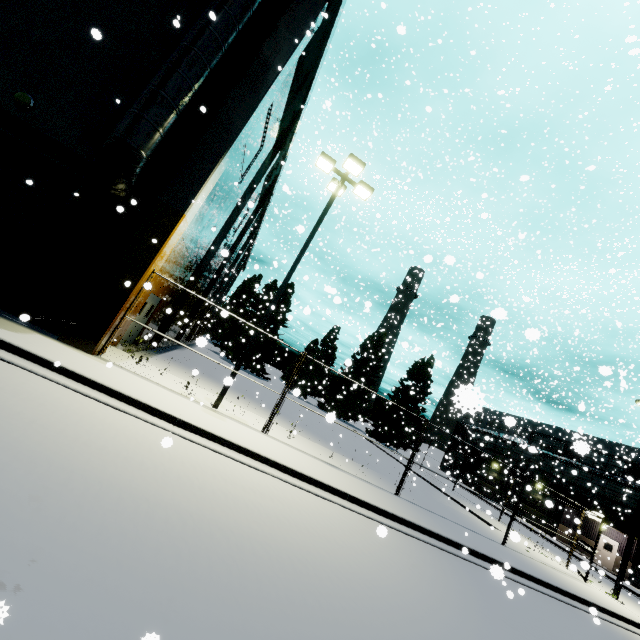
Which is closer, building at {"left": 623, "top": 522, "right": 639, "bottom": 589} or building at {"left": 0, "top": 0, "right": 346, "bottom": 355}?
building at {"left": 0, "top": 0, "right": 346, "bottom": 355}

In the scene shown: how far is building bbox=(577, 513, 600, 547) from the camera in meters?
31.1

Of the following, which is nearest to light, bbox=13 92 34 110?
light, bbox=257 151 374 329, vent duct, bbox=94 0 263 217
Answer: vent duct, bbox=94 0 263 217

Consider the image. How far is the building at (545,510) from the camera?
31.8 meters

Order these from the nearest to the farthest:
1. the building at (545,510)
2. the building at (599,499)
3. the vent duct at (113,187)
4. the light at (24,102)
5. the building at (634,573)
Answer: the vent duct at (113,187)
the light at (24,102)
the building at (634,573)
the building at (599,499)
the building at (545,510)

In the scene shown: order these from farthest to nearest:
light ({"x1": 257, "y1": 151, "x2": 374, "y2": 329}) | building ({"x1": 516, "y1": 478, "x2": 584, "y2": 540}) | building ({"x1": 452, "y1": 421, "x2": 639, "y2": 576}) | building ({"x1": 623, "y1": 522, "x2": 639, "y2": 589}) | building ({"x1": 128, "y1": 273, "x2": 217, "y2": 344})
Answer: building ({"x1": 516, "y1": 478, "x2": 584, "y2": 540}) → building ({"x1": 452, "y1": 421, "x2": 639, "y2": 576}) → building ({"x1": 623, "y1": 522, "x2": 639, "y2": 589}) → building ({"x1": 128, "y1": 273, "x2": 217, "y2": 344}) → light ({"x1": 257, "y1": 151, "x2": 374, "y2": 329})

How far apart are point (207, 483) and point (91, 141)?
10.62m

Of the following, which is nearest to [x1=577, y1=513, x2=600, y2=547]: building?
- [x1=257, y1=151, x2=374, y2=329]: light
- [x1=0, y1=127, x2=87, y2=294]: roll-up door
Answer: [x1=0, y1=127, x2=87, y2=294]: roll-up door
